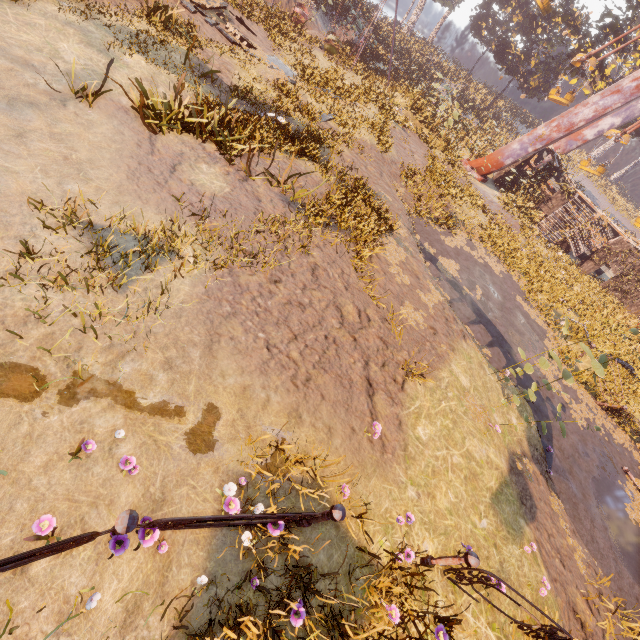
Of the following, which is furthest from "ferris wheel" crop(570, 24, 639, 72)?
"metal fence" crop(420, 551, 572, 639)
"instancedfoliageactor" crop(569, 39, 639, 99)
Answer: "metal fence" crop(420, 551, 572, 639)

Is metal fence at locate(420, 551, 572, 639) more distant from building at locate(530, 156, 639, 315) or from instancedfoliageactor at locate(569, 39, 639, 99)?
instancedfoliageactor at locate(569, 39, 639, 99)

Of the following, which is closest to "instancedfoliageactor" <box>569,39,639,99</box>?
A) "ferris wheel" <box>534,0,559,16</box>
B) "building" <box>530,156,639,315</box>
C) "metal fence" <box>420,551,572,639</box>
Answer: "building" <box>530,156,639,315</box>

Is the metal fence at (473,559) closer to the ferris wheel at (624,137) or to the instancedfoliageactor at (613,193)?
the instancedfoliageactor at (613,193)

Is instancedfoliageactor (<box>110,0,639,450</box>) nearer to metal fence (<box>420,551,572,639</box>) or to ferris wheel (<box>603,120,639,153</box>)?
ferris wheel (<box>603,120,639,153</box>)

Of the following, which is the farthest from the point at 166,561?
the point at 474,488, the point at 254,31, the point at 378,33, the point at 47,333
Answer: the point at 378,33

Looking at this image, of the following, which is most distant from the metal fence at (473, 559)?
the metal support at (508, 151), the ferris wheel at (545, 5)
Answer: the ferris wheel at (545, 5)

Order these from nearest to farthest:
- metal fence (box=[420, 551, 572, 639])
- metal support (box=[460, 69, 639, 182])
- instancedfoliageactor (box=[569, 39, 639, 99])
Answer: metal fence (box=[420, 551, 572, 639]), metal support (box=[460, 69, 639, 182]), instancedfoliageactor (box=[569, 39, 639, 99])
